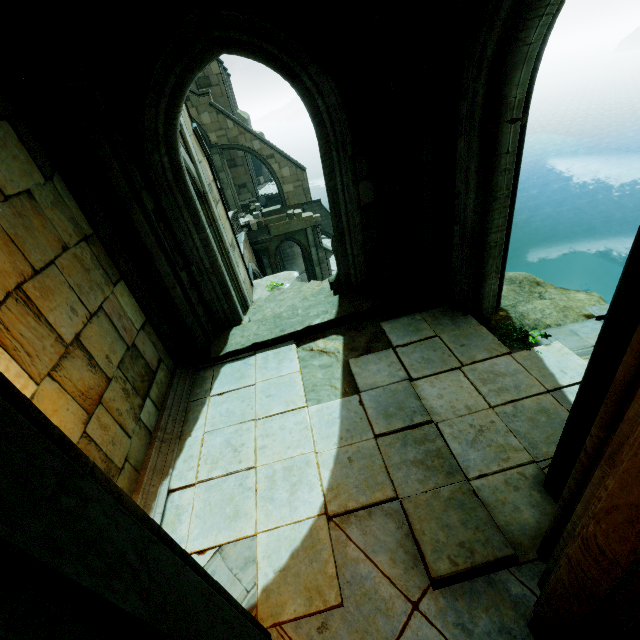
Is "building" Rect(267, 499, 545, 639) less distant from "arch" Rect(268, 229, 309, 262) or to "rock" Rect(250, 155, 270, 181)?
"rock" Rect(250, 155, 270, 181)

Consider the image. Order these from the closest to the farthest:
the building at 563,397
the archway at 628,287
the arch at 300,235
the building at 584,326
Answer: the archway at 628,287 → the building at 563,397 → the building at 584,326 → the arch at 300,235

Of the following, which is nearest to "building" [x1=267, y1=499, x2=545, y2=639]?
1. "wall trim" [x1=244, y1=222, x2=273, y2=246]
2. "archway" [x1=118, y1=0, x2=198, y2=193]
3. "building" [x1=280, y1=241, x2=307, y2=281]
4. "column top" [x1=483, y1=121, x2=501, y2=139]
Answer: "archway" [x1=118, y1=0, x2=198, y2=193]

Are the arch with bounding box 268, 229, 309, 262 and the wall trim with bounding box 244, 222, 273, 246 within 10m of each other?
yes

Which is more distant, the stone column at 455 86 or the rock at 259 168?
the rock at 259 168

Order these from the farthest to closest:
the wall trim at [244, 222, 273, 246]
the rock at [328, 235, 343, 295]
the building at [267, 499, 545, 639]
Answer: the wall trim at [244, 222, 273, 246] < the rock at [328, 235, 343, 295] < the building at [267, 499, 545, 639]

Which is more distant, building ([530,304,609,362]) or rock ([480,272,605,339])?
rock ([480,272,605,339])

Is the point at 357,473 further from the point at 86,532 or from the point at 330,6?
the point at 330,6
